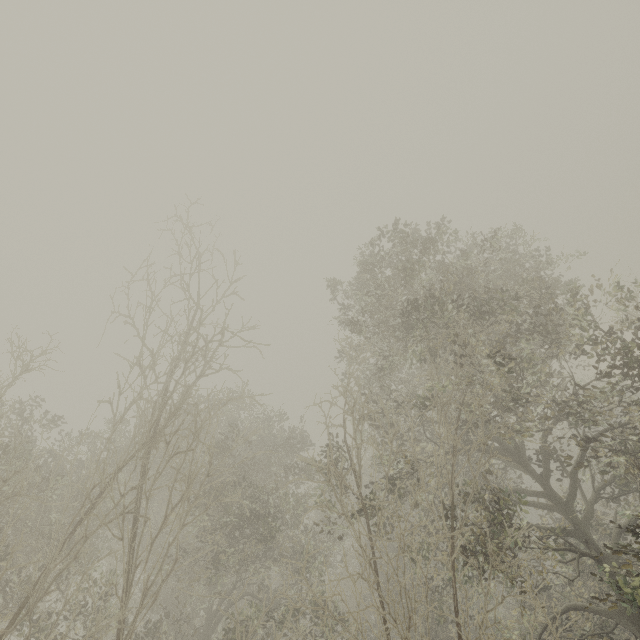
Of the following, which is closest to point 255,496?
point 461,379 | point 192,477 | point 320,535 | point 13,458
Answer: point 192,477
